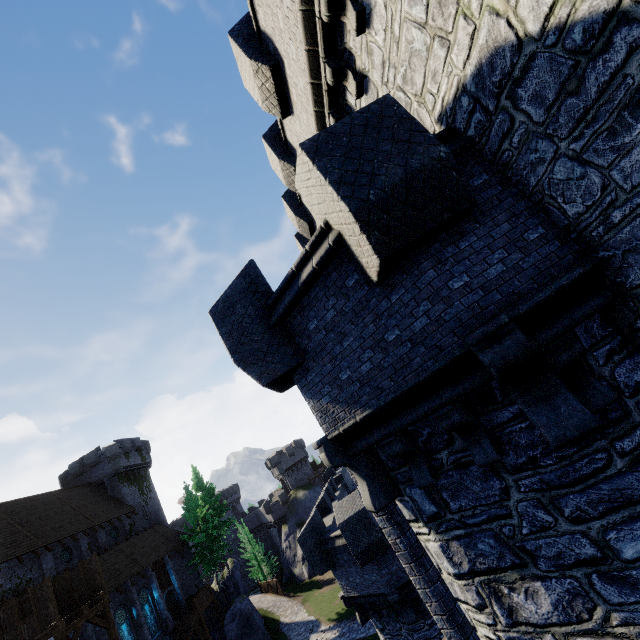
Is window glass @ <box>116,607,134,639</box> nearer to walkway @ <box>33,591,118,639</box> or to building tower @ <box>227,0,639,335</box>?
walkway @ <box>33,591,118,639</box>

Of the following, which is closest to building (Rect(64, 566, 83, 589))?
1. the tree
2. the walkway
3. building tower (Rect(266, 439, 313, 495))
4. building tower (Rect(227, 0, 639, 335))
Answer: the walkway

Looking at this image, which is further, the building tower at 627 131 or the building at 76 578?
the building at 76 578

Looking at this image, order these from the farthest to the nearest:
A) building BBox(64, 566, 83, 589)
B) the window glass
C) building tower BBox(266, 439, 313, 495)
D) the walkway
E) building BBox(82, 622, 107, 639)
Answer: building tower BBox(266, 439, 313, 495) < the window glass < building BBox(64, 566, 83, 589) < building BBox(82, 622, 107, 639) < the walkway

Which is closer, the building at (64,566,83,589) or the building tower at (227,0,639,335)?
the building tower at (227,0,639,335)

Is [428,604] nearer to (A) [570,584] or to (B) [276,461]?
(A) [570,584]

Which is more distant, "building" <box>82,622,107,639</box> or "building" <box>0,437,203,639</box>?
"building" <box>0,437,203,639</box>

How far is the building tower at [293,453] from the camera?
56.6m
